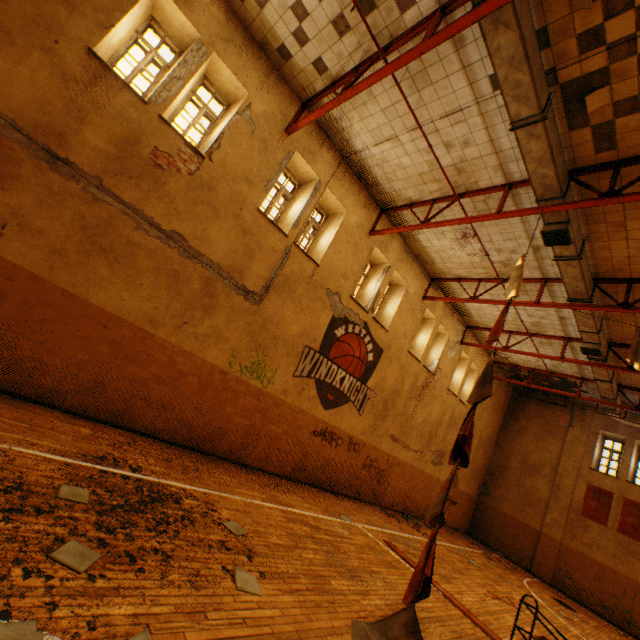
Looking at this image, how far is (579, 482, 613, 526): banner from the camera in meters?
15.1

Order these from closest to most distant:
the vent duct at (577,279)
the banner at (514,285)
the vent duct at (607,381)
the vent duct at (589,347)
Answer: the banner at (514,285) → the vent duct at (577,279) → the vent duct at (589,347) → the vent duct at (607,381)

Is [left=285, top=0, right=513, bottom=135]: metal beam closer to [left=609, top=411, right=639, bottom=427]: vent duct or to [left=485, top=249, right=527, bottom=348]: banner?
[left=609, top=411, right=639, bottom=427]: vent duct

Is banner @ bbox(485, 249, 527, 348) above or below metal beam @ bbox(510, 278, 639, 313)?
below

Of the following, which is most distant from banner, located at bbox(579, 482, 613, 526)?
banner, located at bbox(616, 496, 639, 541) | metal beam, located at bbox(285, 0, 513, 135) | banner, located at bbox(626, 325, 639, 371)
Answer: metal beam, located at bbox(285, 0, 513, 135)

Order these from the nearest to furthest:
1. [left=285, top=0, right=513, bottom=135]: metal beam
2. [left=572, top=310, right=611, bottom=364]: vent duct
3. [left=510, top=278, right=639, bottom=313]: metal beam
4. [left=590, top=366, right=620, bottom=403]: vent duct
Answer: [left=285, top=0, right=513, bottom=135]: metal beam, [left=510, top=278, right=639, bottom=313]: metal beam, [left=572, top=310, right=611, bottom=364]: vent duct, [left=590, top=366, right=620, bottom=403]: vent duct

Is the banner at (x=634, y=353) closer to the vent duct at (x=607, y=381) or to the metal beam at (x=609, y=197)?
the vent duct at (x=607, y=381)

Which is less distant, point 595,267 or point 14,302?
point 14,302
